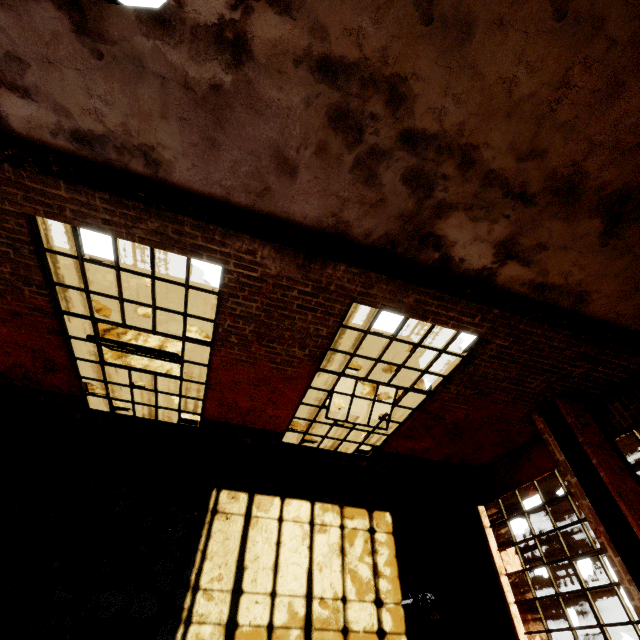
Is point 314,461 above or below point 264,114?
below

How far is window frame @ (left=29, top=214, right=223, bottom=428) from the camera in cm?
326

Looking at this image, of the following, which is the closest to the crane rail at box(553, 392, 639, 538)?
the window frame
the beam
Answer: the beam

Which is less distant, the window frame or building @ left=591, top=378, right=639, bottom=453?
the window frame

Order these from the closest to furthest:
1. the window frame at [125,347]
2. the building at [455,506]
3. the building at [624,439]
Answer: the window frame at [125,347]
the building at [624,439]
the building at [455,506]

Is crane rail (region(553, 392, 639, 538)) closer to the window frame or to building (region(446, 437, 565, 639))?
building (region(446, 437, 565, 639))

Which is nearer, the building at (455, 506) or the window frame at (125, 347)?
the window frame at (125, 347)

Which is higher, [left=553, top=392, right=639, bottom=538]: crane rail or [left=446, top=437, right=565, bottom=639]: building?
[left=553, top=392, right=639, bottom=538]: crane rail
